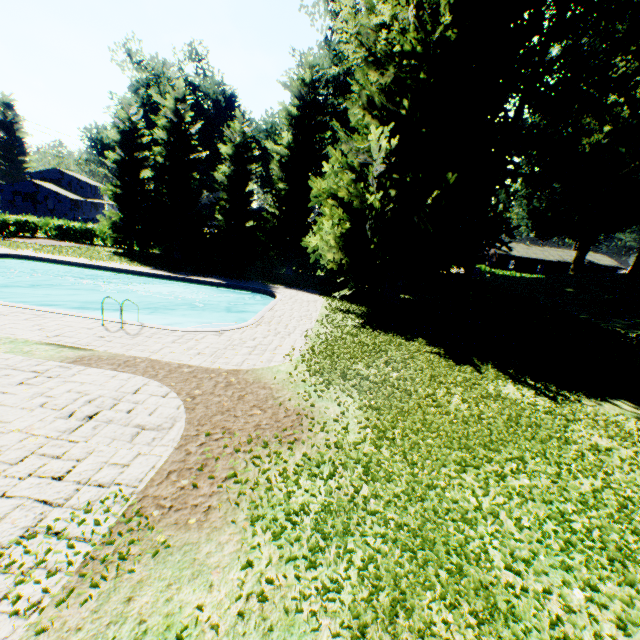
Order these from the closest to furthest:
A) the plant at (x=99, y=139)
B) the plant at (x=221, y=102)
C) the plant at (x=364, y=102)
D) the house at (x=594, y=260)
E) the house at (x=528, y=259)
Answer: the plant at (x=364, y=102)
the plant at (x=221, y=102)
the plant at (x=99, y=139)
the house at (x=594, y=260)
the house at (x=528, y=259)

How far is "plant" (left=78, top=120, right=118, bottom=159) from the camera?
40.1m

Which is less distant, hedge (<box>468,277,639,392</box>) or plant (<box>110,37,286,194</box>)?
hedge (<box>468,277,639,392</box>)

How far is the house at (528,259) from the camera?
55.62m

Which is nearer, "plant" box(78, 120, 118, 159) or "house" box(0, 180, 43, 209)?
"plant" box(78, 120, 118, 159)

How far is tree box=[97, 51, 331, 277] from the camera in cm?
2538

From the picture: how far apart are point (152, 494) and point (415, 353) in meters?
9.5

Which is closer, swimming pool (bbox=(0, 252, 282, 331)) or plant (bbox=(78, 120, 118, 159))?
→ swimming pool (bbox=(0, 252, 282, 331))
